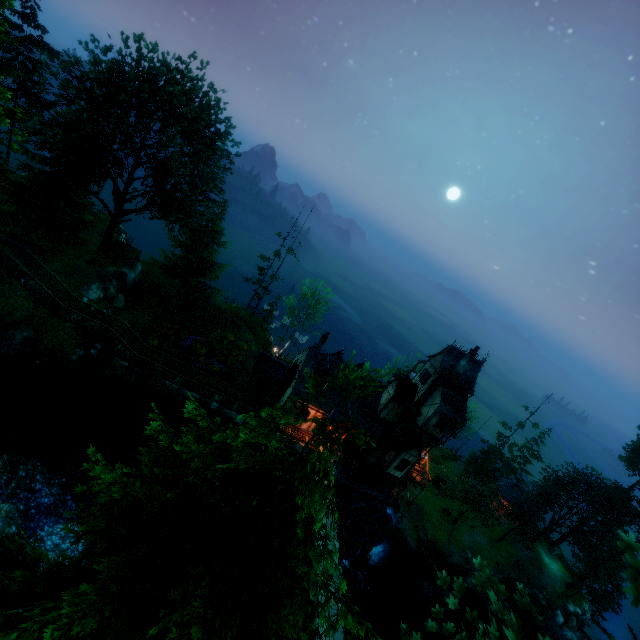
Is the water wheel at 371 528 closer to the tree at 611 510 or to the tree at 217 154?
the tree at 611 510

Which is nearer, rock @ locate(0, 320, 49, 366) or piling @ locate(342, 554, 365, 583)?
rock @ locate(0, 320, 49, 366)

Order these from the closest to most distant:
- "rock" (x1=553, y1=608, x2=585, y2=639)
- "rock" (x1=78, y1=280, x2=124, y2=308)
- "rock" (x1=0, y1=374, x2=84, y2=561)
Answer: "rock" (x1=0, y1=374, x2=84, y2=561) → "rock" (x1=78, y1=280, x2=124, y2=308) → "rock" (x1=553, y1=608, x2=585, y2=639)

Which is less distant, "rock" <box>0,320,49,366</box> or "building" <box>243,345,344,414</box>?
"rock" <box>0,320,49,366</box>

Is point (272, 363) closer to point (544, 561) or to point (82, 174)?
point (82, 174)

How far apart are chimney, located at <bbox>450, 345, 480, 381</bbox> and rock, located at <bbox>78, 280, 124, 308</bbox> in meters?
31.4

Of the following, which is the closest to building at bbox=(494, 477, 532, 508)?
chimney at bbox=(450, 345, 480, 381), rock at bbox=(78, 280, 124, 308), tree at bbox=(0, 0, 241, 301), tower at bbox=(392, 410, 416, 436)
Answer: tower at bbox=(392, 410, 416, 436)

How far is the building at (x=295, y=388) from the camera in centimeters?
2917cm
